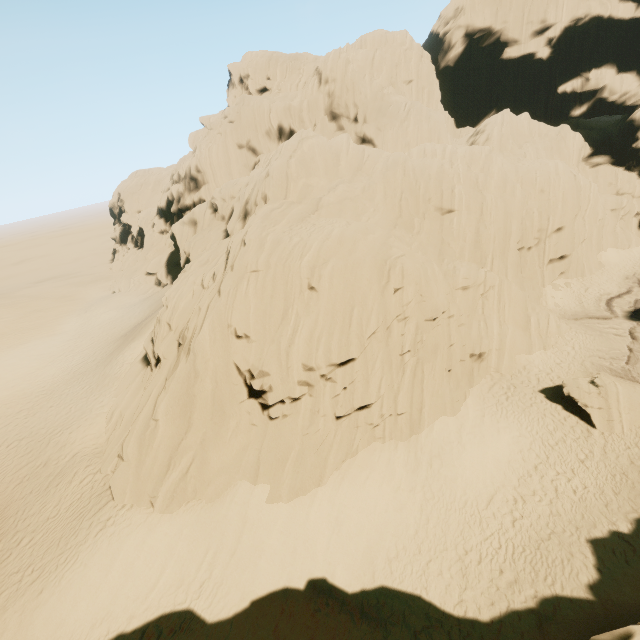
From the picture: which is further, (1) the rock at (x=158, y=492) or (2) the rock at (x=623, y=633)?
(1) the rock at (x=158, y=492)

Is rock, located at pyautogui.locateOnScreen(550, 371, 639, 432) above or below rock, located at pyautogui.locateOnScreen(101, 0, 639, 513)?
below

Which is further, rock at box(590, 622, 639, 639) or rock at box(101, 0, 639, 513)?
rock at box(101, 0, 639, 513)

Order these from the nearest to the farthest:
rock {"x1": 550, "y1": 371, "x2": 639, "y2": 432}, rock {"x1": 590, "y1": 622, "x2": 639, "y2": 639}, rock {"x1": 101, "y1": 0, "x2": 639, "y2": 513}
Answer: rock {"x1": 590, "y1": 622, "x2": 639, "y2": 639}, rock {"x1": 101, "y1": 0, "x2": 639, "y2": 513}, rock {"x1": 550, "y1": 371, "x2": 639, "y2": 432}

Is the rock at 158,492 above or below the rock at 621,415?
above

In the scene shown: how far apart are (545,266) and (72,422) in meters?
38.6
